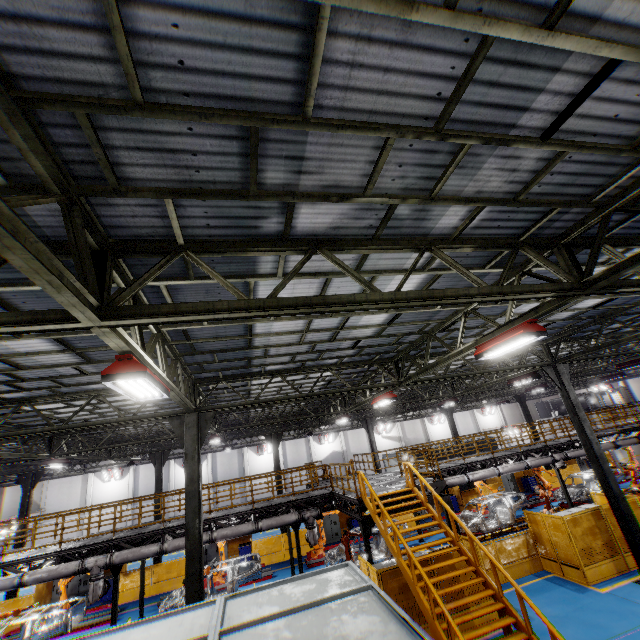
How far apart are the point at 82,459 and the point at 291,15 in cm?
2360

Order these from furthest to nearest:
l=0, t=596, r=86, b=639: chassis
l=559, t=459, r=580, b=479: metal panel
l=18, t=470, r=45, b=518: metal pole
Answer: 1. l=559, t=459, r=580, b=479: metal panel
2. l=18, t=470, r=45, b=518: metal pole
3. l=0, t=596, r=86, b=639: chassis

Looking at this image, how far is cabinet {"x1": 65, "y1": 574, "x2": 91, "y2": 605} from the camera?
19.3m

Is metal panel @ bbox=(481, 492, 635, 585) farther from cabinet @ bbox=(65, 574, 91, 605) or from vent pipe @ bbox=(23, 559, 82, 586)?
vent pipe @ bbox=(23, 559, 82, 586)

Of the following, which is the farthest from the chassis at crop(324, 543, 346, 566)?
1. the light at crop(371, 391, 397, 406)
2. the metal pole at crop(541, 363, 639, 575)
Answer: the light at crop(371, 391, 397, 406)

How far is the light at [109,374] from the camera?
4.69m

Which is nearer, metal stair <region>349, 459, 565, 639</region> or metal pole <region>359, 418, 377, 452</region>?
metal stair <region>349, 459, 565, 639</region>

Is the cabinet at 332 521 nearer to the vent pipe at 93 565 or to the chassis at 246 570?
the chassis at 246 570
